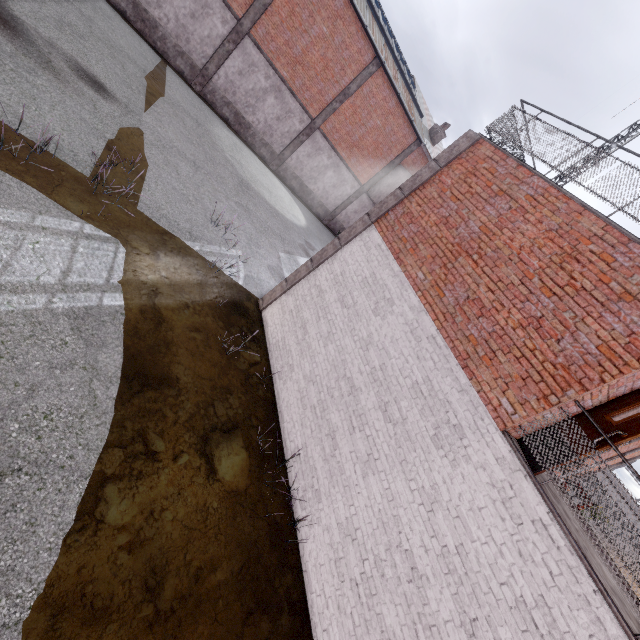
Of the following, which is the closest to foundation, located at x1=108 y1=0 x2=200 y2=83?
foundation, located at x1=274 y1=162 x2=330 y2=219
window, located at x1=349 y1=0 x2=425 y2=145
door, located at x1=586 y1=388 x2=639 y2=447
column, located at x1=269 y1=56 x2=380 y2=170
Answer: column, located at x1=269 y1=56 x2=380 y2=170

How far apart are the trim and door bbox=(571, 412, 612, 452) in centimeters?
564cm

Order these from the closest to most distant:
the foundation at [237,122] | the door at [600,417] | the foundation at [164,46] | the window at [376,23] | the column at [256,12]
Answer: the door at [600,417] < the foundation at [164,46] < the column at [256,12] < the window at [376,23] < the foundation at [237,122]

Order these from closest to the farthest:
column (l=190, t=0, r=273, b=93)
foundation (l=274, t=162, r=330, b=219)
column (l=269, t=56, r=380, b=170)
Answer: column (l=190, t=0, r=273, b=93)
column (l=269, t=56, r=380, b=170)
foundation (l=274, t=162, r=330, b=219)

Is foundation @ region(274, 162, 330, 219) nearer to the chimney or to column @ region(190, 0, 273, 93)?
column @ region(190, 0, 273, 93)

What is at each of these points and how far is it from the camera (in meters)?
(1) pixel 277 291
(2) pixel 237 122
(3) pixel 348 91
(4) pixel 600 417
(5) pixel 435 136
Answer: (1) trim, 9.59
(2) foundation, 19.36
(3) column, 19.44
(4) door, 4.74
(5) chimney, 24.77

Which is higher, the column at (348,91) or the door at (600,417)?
the column at (348,91)

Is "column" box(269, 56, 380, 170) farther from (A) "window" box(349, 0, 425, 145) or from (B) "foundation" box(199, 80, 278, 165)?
(A) "window" box(349, 0, 425, 145)
